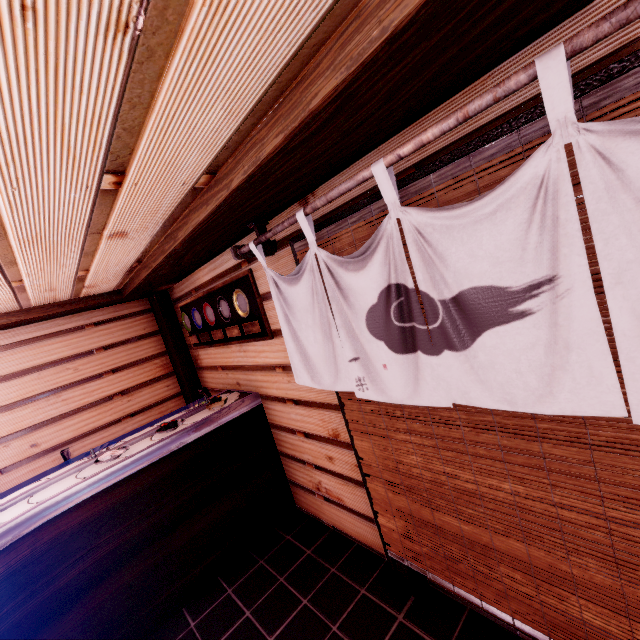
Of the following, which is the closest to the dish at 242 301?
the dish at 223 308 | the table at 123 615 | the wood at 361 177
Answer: the dish at 223 308

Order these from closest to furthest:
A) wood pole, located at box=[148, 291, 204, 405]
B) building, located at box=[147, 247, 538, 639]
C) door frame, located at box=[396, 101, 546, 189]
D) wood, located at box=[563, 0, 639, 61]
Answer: wood, located at box=[563, 0, 639, 61] < door frame, located at box=[396, 101, 546, 189] < building, located at box=[147, 247, 538, 639] < wood pole, located at box=[148, 291, 204, 405]

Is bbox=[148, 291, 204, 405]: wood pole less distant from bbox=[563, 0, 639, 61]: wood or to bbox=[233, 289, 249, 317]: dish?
bbox=[233, 289, 249, 317]: dish

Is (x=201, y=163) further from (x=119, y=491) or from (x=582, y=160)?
(x=119, y=491)

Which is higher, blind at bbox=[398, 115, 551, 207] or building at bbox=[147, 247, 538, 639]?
blind at bbox=[398, 115, 551, 207]

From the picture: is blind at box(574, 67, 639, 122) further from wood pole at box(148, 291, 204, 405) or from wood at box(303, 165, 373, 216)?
wood pole at box(148, 291, 204, 405)

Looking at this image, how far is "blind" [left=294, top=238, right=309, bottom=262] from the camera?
3.6m

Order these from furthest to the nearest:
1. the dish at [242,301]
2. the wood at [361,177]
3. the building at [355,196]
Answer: the dish at [242,301]
the building at [355,196]
the wood at [361,177]
